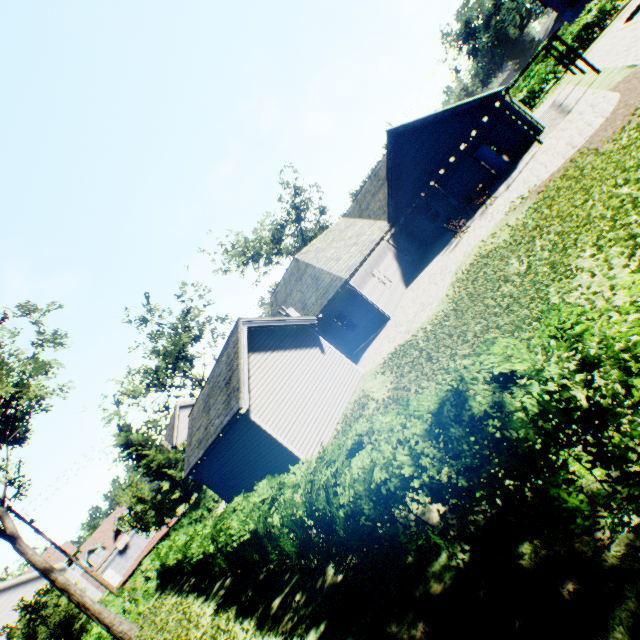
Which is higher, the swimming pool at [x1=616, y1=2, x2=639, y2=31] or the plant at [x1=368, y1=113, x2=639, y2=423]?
the plant at [x1=368, y1=113, x2=639, y2=423]

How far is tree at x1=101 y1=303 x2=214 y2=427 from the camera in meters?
26.4

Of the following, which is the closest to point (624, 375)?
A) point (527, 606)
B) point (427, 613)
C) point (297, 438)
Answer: point (527, 606)

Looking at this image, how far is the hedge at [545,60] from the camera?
30.19m

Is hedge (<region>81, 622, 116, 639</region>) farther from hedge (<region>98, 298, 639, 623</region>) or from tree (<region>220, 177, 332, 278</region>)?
hedge (<region>98, 298, 639, 623</region>)

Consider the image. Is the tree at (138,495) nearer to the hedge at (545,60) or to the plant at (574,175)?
the hedge at (545,60)

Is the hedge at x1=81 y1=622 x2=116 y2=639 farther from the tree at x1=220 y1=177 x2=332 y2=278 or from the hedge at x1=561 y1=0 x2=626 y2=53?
the hedge at x1=561 y1=0 x2=626 y2=53

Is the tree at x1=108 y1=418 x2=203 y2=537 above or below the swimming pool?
above
